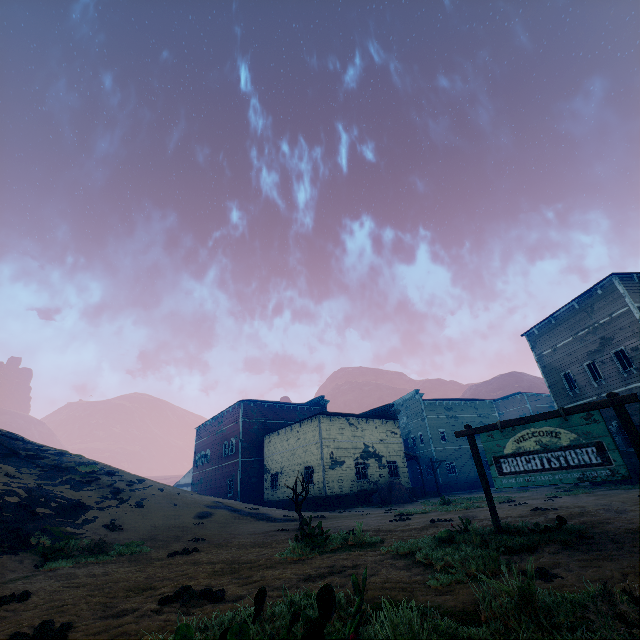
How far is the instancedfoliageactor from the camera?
24.3 meters

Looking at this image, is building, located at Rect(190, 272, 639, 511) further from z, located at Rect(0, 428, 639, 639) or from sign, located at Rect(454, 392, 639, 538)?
sign, located at Rect(454, 392, 639, 538)

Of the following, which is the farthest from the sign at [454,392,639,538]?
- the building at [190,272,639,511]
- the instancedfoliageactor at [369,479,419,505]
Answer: the instancedfoliageactor at [369,479,419,505]

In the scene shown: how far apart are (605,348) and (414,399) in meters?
27.8

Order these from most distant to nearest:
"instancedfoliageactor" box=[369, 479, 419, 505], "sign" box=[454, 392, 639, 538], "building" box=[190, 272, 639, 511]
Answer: "instancedfoliageactor" box=[369, 479, 419, 505], "building" box=[190, 272, 639, 511], "sign" box=[454, 392, 639, 538]

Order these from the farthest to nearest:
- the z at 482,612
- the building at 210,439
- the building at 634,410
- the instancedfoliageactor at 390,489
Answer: the instancedfoliageactor at 390,489
the building at 210,439
the building at 634,410
the z at 482,612

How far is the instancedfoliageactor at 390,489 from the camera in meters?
24.3

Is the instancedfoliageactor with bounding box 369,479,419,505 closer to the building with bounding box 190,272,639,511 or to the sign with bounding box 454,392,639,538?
the building with bounding box 190,272,639,511
